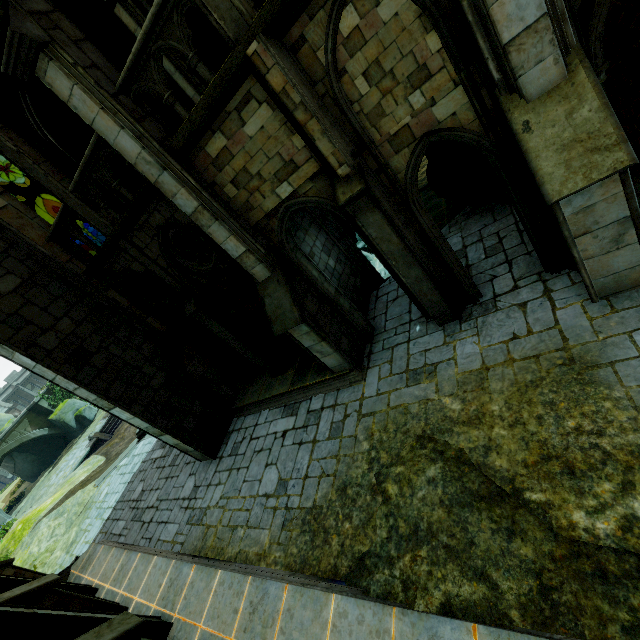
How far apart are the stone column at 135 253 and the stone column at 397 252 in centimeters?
530cm

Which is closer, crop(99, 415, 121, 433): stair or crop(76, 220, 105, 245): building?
crop(99, 415, 121, 433): stair

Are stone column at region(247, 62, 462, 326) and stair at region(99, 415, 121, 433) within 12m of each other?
no

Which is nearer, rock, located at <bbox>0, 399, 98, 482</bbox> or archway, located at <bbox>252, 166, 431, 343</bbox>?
archway, located at <bbox>252, 166, 431, 343</bbox>

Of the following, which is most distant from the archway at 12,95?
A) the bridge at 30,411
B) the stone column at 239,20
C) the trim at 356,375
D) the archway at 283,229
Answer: the bridge at 30,411

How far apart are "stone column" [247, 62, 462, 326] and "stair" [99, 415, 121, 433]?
28.4m

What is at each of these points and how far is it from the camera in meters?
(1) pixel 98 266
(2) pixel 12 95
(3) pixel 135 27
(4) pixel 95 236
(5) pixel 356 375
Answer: (1) wall trim, 9.4 m
(2) archway, 9.4 m
(3) building, 7.4 m
(4) building, 38.2 m
(5) trim, 8.6 m

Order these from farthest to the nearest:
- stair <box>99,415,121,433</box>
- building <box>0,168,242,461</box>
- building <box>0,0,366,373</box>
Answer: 1. stair <box>99,415,121,433</box>
2. building <box>0,168,242,461</box>
3. building <box>0,0,366,373</box>
